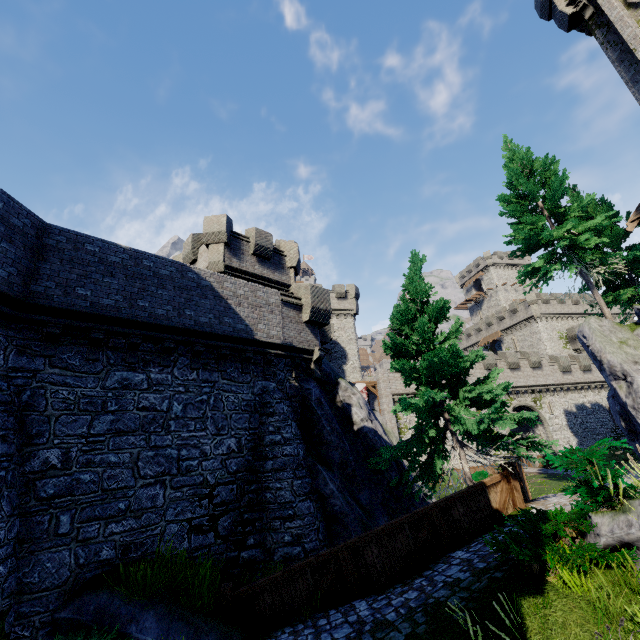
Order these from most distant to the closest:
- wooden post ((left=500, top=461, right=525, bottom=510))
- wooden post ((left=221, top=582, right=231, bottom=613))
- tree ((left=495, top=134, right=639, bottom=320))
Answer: tree ((left=495, top=134, right=639, bottom=320))
wooden post ((left=500, top=461, right=525, bottom=510))
wooden post ((left=221, top=582, right=231, bottom=613))

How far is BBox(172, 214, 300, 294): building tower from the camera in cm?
1836

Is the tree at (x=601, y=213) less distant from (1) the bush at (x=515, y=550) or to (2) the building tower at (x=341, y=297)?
(1) the bush at (x=515, y=550)

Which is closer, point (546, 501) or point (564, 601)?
point (564, 601)

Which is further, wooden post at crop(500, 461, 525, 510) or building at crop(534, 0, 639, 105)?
building at crop(534, 0, 639, 105)

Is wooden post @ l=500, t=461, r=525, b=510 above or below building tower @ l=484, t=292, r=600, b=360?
below

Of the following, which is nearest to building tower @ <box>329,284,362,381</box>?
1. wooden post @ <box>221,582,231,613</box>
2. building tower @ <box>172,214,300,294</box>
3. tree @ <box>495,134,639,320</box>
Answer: building tower @ <box>172,214,300,294</box>

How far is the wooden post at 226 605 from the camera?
7.6 meters
